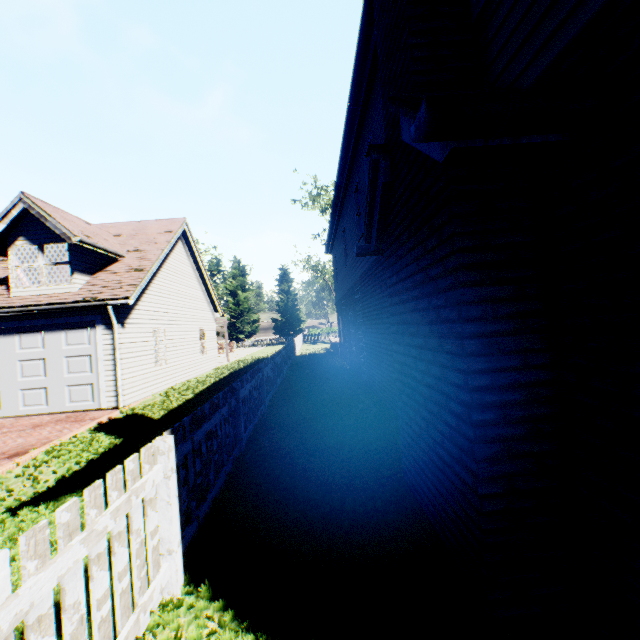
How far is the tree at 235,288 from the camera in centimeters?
4716cm

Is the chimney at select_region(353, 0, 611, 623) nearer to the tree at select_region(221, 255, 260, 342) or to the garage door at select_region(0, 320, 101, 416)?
the tree at select_region(221, 255, 260, 342)

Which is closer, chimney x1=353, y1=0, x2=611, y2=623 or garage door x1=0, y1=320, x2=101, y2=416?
chimney x1=353, y1=0, x2=611, y2=623

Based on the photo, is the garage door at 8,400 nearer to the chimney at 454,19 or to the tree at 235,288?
the chimney at 454,19

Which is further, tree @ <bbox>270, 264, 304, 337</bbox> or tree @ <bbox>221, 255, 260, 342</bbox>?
tree @ <bbox>270, 264, 304, 337</bbox>

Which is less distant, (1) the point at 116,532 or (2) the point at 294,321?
(1) the point at 116,532

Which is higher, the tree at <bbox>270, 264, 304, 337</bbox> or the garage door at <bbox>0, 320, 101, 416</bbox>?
the tree at <bbox>270, 264, 304, 337</bbox>

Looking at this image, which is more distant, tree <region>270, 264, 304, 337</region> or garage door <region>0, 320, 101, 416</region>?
tree <region>270, 264, 304, 337</region>
